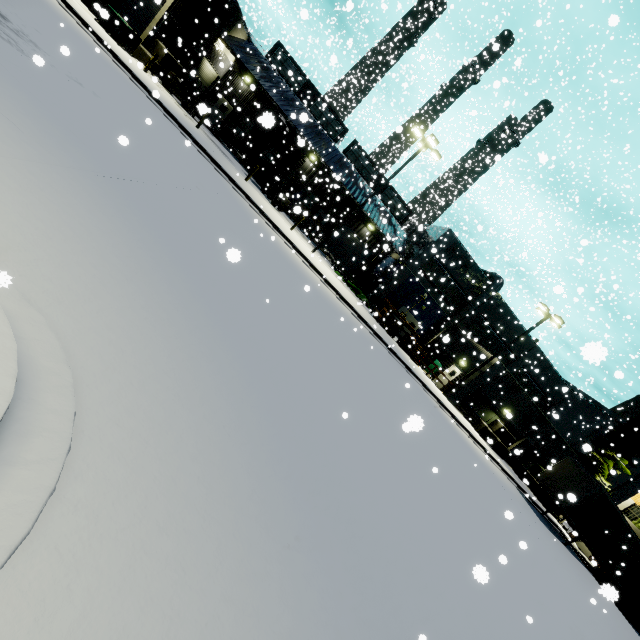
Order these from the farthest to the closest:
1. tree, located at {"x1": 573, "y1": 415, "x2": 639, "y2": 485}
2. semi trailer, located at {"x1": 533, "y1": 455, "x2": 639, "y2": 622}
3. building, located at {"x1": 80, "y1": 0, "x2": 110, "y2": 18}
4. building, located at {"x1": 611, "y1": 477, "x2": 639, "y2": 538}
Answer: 1. tree, located at {"x1": 573, "y1": 415, "x2": 639, "y2": 485}
2. building, located at {"x1": 611, "y1": 477, "x2": 639, "y2": 538}
3. semi trailer, located at {"x1": 533, "y1": 455, "x2": 639, "y2": 622}
4. building, located at {"x1": 80, "y1": 0, "x2": 110, "y2": 18}

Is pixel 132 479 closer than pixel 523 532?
Yes

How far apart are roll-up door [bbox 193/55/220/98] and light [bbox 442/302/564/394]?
32.63m

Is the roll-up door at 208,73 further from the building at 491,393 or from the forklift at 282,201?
the forklift at 282,201

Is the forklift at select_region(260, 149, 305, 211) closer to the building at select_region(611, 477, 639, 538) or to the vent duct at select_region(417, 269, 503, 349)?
the building at select_region(611, 477, 639, 538)

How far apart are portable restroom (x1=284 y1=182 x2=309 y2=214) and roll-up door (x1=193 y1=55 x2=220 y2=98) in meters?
11.8

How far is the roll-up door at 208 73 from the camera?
27.0 meters

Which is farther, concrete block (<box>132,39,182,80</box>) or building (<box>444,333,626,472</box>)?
building (<box>444,333,626,472</box>)
